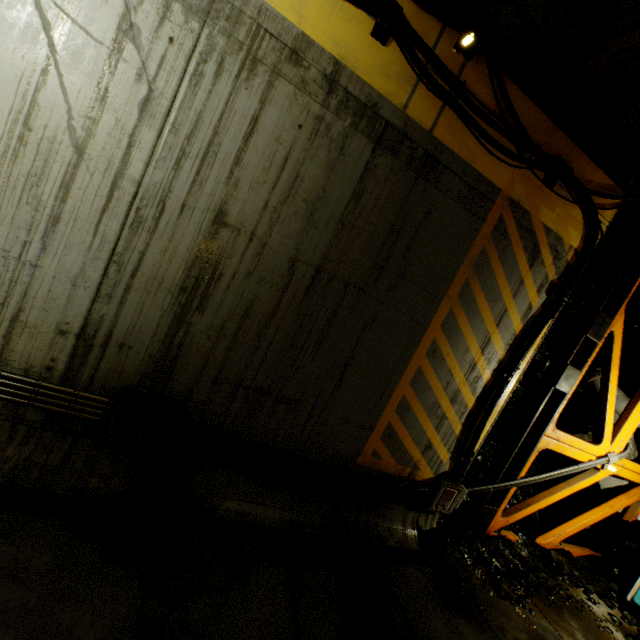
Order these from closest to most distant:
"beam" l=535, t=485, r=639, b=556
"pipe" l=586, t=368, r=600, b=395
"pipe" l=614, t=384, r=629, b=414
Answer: "beam" l=535, t=485, r=639, b=556 < "pipe" l=614, t=384, r=629, b=414 < "pipe" l=586, t=368, r=600, b=395

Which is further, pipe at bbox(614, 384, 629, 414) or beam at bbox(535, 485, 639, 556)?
pipe at bbox(614, 384, 629, 414)

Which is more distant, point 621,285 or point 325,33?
point 621,285

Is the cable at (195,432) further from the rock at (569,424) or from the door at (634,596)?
the door at (634,596)

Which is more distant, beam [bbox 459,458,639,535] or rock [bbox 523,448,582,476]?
rock [bbox 523,448,582,476]

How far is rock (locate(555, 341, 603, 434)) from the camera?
8.51m

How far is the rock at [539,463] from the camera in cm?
837
